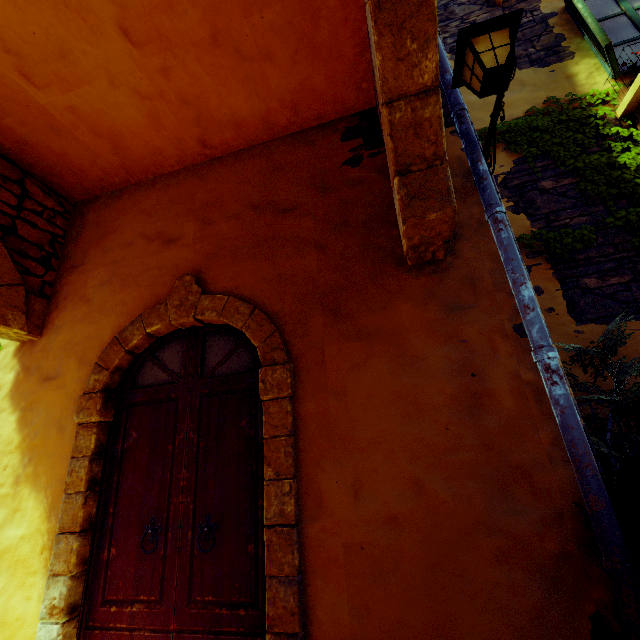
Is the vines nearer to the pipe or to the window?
the window

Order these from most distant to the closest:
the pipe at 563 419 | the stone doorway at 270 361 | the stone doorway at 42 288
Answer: the stone doorway at 42 288
the stone doorway at 270 361
the pipe at 563 419

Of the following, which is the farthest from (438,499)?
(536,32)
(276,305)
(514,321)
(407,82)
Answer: (536,32)

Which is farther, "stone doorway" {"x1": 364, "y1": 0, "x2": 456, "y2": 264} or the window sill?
the window sill

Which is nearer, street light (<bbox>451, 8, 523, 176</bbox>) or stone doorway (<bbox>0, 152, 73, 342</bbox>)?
street light (<bbox>451, 8, 523, 176</bbox>)

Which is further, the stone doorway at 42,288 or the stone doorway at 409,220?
the stone doorway at 42,288

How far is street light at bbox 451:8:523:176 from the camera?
2.01m

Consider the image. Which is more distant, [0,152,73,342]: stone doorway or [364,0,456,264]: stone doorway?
[0,152,73,342]: stone doorway
